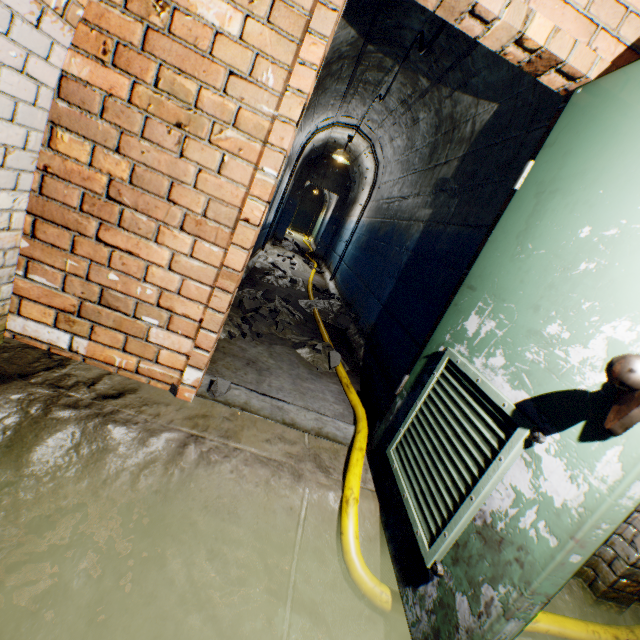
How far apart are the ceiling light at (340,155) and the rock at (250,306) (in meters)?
4.90

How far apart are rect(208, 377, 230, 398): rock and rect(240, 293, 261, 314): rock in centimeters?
103cm

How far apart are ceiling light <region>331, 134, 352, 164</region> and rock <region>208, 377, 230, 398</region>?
6.4 meters

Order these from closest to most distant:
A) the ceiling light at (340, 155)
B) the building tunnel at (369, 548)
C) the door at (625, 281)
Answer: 1. the door at (625, 281)
2. the building tunnel at (369, 548)
3. the ceiling light at (340, 155)

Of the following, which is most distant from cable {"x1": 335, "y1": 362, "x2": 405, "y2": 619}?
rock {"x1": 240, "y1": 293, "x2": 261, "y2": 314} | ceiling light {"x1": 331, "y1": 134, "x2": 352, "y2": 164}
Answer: ceiling light {"x1": 331, "y1": 134, "x2": 352, "y2": 164}

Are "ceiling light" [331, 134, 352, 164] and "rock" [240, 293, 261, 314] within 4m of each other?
no

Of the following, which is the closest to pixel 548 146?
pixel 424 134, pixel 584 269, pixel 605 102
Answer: pixel 605 102

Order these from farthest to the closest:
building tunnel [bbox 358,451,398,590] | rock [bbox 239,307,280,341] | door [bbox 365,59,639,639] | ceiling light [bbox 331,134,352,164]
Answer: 1. ceiling light [bbox 331,134,352,164]
2. rock [bbox 239,307,280,341]
3. building tunnel [bbox 358,451,398,590]
4. door [bbox 365,59,639,639]
